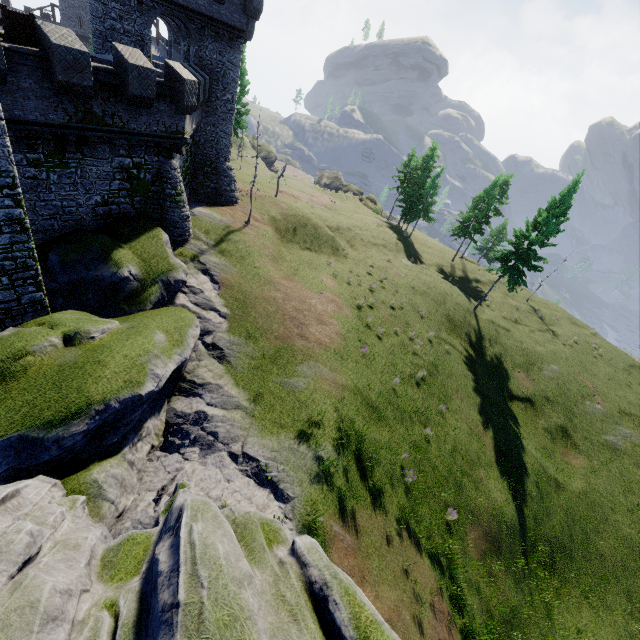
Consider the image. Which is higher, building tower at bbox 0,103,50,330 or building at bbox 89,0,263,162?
building at bbox 89,0,263,162

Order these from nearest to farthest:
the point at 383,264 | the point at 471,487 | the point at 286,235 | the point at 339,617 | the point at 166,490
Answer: the point at 339,617
the point at 166,490
the point at 471,487
the point at 286,235
the point at 383,264

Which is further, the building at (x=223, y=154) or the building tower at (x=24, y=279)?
the building at (x=223, y=154)

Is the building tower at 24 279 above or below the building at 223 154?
below

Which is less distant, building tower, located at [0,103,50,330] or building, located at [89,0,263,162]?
building tower, located at [0,103,50,330]
